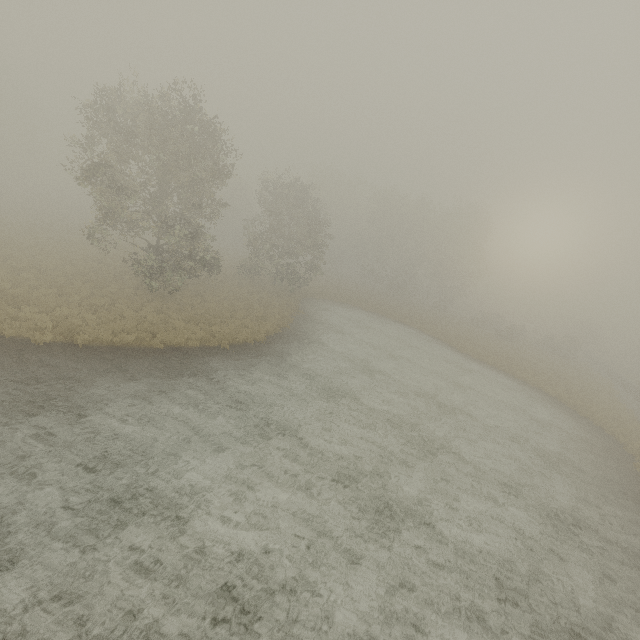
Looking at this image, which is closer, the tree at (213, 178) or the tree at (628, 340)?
the tree at (213, 178)

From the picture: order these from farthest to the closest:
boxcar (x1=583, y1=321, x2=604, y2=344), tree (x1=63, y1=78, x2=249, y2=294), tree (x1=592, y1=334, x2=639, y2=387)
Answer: boxcar (x1=583, y1=321, x2=604, y2=344) → tree (x1=592, y1=334, x2=639, y2=387) → tree (x1=63, y1=78, x2=249, y2=294)

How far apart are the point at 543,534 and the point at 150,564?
12.1 meters

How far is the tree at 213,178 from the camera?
17.8 meters

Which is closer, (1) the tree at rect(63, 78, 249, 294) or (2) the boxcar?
(1) the tree at rect(63, 78, 249, 294)

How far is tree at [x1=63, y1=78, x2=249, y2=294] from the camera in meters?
17.8 m

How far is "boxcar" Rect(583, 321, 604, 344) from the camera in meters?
58.9 m

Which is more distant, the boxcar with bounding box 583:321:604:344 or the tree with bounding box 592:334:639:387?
the boxcar with bounding box 583:321:604:344
